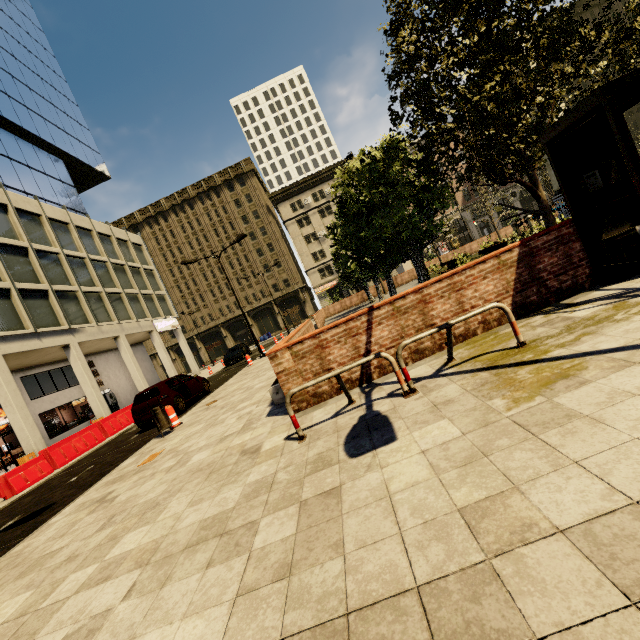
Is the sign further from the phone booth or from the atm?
the phone booth

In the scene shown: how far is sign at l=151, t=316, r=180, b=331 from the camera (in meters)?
31.42

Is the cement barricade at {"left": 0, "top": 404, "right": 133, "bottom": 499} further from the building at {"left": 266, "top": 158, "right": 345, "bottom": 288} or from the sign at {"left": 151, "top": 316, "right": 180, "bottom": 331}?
the sign at {"left": 151, "top": 316, "right": 180, "bottom": 331}

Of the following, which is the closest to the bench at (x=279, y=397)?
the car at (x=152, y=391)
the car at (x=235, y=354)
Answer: the car at (x=152, y=391)

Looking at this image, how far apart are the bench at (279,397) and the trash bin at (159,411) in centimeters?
364cm

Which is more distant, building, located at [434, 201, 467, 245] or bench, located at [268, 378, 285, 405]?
building, located at [434, 201, 467, 245]

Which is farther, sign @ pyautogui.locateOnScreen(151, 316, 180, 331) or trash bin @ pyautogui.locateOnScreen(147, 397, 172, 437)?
sign @ pyautogui.locateOnScreen(151, 316, 180, 331)

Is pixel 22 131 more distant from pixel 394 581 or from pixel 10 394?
pixel 394 581
